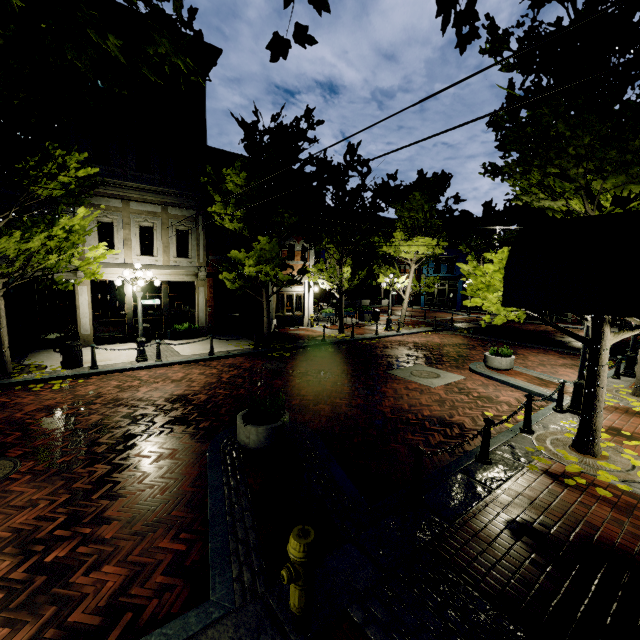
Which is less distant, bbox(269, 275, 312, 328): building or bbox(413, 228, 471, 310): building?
bbox(269, 275, 312, 328): building

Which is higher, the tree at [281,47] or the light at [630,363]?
the tree at [281,47]

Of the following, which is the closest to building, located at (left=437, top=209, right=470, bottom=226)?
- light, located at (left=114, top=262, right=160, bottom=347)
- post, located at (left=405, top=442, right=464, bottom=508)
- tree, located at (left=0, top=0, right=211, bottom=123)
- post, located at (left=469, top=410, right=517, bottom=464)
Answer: tree, located at (left=0, top=0, right=211, bottom=123)

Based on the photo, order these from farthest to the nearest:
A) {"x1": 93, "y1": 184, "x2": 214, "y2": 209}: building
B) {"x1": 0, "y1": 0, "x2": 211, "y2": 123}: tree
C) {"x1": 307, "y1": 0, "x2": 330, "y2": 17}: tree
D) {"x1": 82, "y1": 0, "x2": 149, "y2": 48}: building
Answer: {"x1": 93, "y1": 184, "x2": 214, "y2": 209}: building, {"x1": 82, "y1": 0, "x2": 149, "y2": 48}: building, {"x1": 0, "y1": 0, "x2": 211, "y2": 123}: tree, {"x1": 307, "y1": 0, "x2": 330, "y2": 17}: tree

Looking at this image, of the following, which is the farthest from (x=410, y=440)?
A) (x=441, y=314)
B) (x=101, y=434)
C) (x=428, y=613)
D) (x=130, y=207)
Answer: (x=441, y=314)

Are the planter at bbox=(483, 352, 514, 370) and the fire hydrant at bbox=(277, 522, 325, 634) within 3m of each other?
no

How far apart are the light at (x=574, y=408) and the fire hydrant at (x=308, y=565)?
7.98m

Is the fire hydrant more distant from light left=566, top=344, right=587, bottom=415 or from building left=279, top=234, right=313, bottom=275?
building left=279, top=234, right=313, bottom=275
